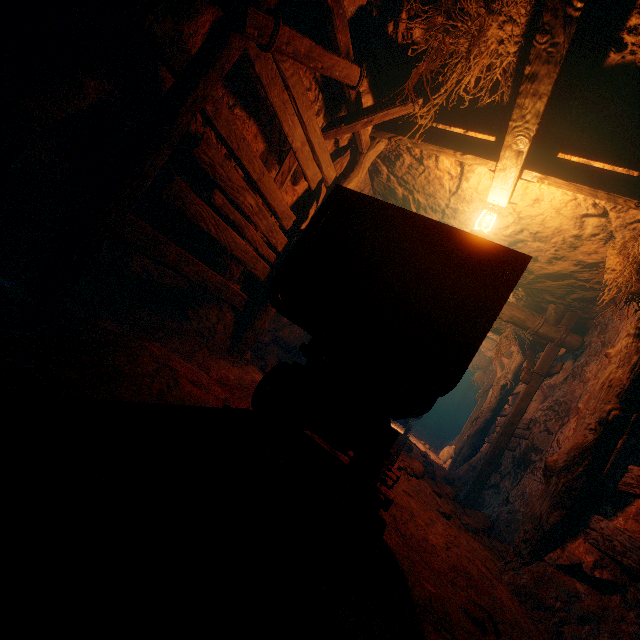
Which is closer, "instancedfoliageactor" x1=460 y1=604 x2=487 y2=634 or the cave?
"instancedfoliageactor" x1=460 y1=604 x2=487 y2=634

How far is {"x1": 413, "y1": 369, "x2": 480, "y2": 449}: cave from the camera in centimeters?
1596cm

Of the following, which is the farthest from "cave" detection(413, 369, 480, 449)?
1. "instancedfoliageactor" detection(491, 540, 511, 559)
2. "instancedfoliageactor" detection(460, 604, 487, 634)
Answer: "instancedfoliageactor" detection(460, 604, 487, 634)

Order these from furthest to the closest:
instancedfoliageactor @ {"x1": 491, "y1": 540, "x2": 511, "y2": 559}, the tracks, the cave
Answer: the cave
instancedfoliageactor @ {"x1": 491, "y1": 540, "x2": 511, "y2": 559}
the tracks

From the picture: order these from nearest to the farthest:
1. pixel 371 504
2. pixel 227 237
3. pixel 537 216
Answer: pixel 371 504
pixel 227 237
pixel 537 216

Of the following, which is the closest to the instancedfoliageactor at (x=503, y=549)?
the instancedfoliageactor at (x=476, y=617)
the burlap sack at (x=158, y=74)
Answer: the burlap sack at (x=158, y=74)

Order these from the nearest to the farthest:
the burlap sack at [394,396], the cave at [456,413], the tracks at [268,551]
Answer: the tracks at [268,551], the burlap sack at [394,396], the cave at [456,413]

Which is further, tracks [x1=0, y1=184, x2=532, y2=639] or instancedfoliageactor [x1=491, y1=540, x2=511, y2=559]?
instancedfoliageactor [x1=491, y1=540, x2=511, y2=559]
